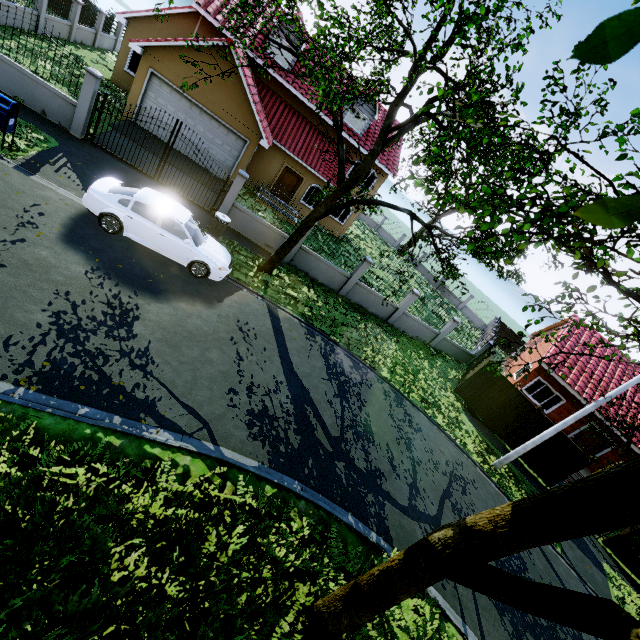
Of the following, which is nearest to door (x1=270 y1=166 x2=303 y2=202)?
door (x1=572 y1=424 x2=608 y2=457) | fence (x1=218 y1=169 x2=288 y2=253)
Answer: fence (x1=218 y1=169 x2=288 y2=253)

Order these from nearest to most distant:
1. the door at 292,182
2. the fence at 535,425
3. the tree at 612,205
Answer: the tree at 612,205 < the fence at 535,425 < the door at 292,182

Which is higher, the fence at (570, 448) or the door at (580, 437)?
the door at (580, 437)

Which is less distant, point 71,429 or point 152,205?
point 71,429

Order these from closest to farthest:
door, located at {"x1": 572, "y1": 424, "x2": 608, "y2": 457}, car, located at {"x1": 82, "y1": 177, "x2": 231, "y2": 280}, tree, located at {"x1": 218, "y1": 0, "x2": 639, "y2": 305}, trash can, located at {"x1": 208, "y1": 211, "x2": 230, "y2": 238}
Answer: tree, located at {"x1": 218, "y1": 0, "x2": 639, "y2": 305} → car, located at {"x1": 82, "y1": 177, "x2": 231, "y2": 280} → trash can, located at {"x1": 208, "y1": 211, "x2": 230, "y2": 238} → door, located at {"x1": 572, "y1": 424, "x2": 608, "y2": 457}

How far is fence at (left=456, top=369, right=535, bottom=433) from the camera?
16.0m

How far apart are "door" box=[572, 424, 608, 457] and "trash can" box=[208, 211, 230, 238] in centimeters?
2301cm
